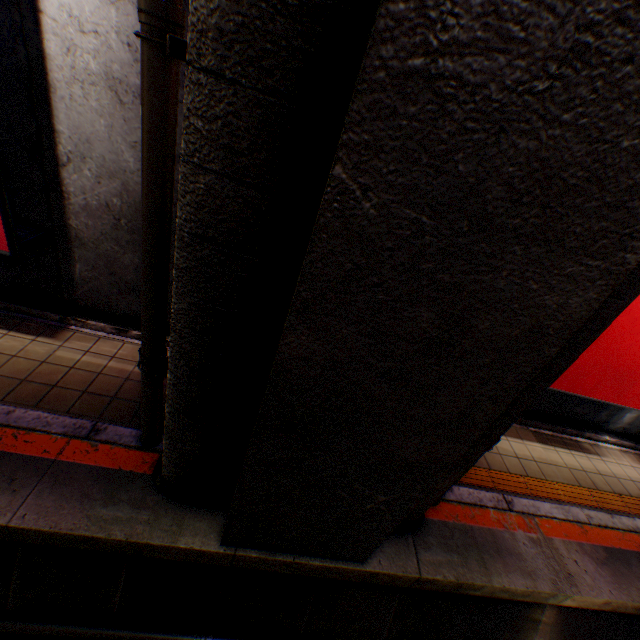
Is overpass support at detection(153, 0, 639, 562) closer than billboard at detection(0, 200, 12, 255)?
Yes

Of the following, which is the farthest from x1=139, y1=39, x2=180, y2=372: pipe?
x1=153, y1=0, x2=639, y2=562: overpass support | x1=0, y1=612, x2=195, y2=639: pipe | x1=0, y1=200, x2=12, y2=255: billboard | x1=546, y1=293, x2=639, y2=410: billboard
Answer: x1=546, y1=293, x2=639, y2=410: billboard

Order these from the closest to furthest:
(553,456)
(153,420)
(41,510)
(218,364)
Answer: (218,364), (41,510), (153,420), (553,456)

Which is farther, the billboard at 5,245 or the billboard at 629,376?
the billboard at 629,376

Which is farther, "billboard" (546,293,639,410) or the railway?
"billboard" (546,293,639,410)

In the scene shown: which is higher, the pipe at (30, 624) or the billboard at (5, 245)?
the billboard at (5, 245)

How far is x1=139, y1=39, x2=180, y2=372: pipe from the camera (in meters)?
1.84

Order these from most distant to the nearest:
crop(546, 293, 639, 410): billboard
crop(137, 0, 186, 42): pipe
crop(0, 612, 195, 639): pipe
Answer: crop(546, 293, 639, 410): billboard < crop(0, 612, 195, 639): pipe < crop(137, 0, 186, 42): pipe
